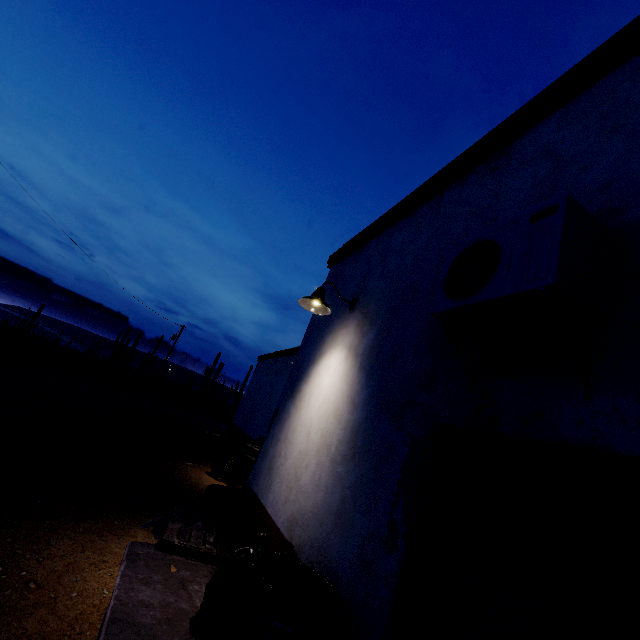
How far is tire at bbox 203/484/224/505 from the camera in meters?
5.9 m

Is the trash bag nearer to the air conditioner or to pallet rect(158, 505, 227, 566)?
pallet rect(158, 505, 227, 566)

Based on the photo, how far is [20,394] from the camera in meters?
8.8 m

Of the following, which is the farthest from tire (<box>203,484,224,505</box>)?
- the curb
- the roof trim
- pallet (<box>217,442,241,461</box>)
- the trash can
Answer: the trash can

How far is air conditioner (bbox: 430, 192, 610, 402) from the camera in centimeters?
149cm

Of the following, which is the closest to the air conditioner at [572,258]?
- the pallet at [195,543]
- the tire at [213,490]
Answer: the pallet at [195,543]

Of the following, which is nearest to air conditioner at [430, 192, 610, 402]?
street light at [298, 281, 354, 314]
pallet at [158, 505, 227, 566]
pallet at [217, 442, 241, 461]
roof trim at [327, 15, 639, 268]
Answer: roof trim at [327, 15, 639, 268]

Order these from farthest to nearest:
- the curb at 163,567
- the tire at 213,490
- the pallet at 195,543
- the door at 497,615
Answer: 1. the tire at 213,490
2. the pallet at 195,543
3. the curb at 163,567
4. the door at 497,615
